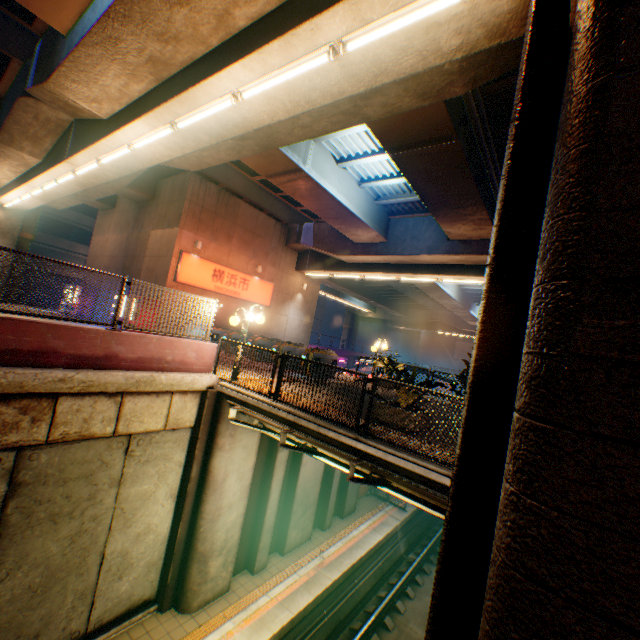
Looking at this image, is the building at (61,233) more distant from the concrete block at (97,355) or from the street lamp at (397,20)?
the street lamp at (397,20)

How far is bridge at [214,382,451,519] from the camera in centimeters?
557cm

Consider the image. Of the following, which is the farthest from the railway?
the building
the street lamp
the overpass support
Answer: the building

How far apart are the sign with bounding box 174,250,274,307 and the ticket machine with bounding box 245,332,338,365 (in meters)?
5.74

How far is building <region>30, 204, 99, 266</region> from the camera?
31.0m

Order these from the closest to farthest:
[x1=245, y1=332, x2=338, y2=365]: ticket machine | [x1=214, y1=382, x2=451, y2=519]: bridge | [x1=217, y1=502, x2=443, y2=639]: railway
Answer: [x1=214, y1=382, x2=451, y2=519]: bridge → [x1=217, y1=502, x2=443, y2=639]: railway → [x1=245, y1=332, x2=338, y2=365]: ticket machine

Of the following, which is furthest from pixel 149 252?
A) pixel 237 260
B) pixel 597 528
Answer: pixel 597 528

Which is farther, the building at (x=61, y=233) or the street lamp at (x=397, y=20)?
the building at (x=61, y=233)
